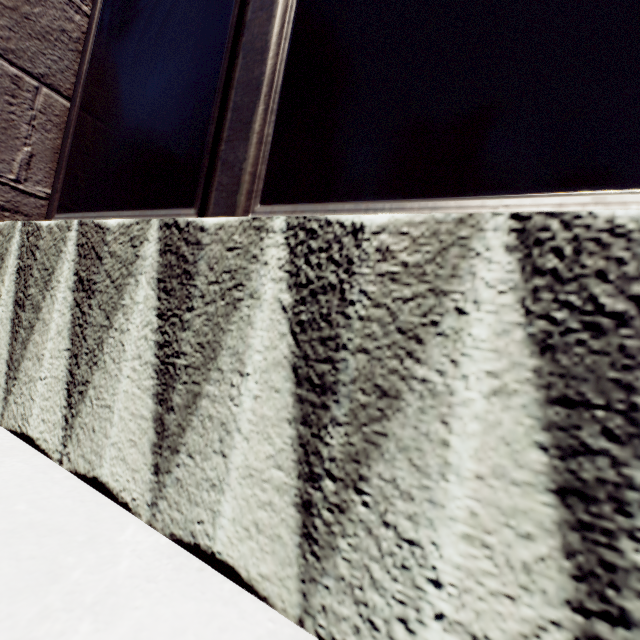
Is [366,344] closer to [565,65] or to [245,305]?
[245,305]
